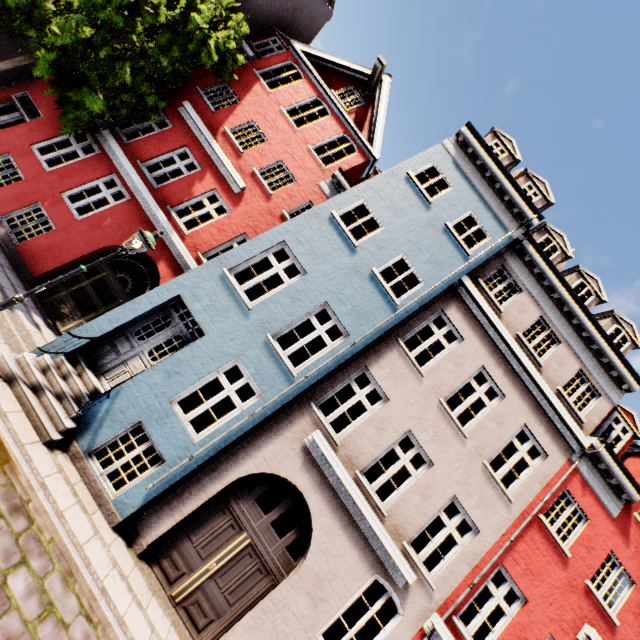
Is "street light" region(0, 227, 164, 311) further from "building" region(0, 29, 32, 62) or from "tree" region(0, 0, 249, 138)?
"tree" region(0, 0, 249, 138)

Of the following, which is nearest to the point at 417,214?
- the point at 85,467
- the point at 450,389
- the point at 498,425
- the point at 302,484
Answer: the point at 450,389

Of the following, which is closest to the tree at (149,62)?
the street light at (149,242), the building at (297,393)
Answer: the building at (297,393)

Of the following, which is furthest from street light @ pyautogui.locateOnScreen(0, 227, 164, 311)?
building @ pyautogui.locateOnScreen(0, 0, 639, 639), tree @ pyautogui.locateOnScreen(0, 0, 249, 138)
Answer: tree @ pyautogui.locateOnScreen(0, 0, 249, 138)

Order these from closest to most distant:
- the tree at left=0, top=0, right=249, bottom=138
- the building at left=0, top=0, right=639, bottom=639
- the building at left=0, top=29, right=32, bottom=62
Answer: the building at left=0, top=0, right=639, bottom=639 < the tree at left=0, top=0, right=249, bottom=138 < the building at left=0, top=29, right=32, bottom=62
